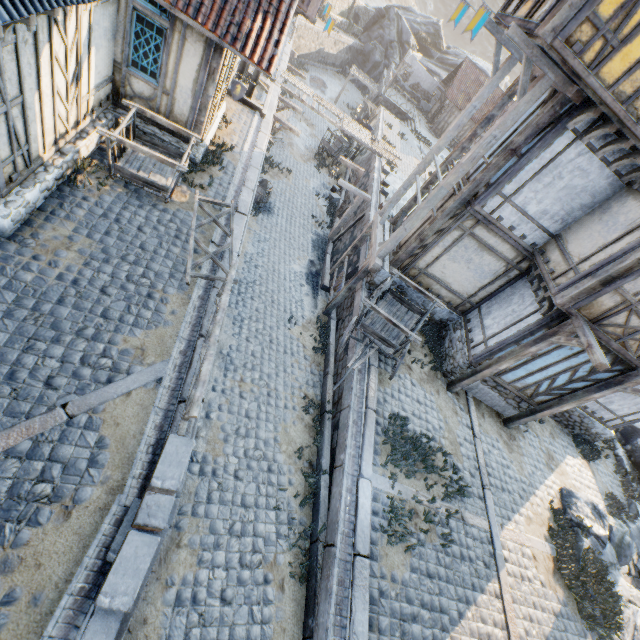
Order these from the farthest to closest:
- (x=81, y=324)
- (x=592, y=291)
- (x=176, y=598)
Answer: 1. (x=592, y=291)
2. (x=81, y=324)
3. (x=176, y=598)

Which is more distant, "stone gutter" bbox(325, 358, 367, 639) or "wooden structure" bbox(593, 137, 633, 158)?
"wooden structure" bbox(593, 137, 633, 158)

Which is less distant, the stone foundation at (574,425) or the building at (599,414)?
A: the building at (599,414)

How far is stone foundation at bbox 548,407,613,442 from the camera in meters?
12.4 m

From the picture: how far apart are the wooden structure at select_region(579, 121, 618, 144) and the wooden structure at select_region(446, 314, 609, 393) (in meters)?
3.86

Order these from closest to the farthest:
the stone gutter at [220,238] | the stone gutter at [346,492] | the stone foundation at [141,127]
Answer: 1. the stone gutter at [346,492]
2. the stone gutter at [220,238]
3. the stone foundation at [141,127]

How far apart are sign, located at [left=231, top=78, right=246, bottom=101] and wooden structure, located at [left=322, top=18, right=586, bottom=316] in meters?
5.8
